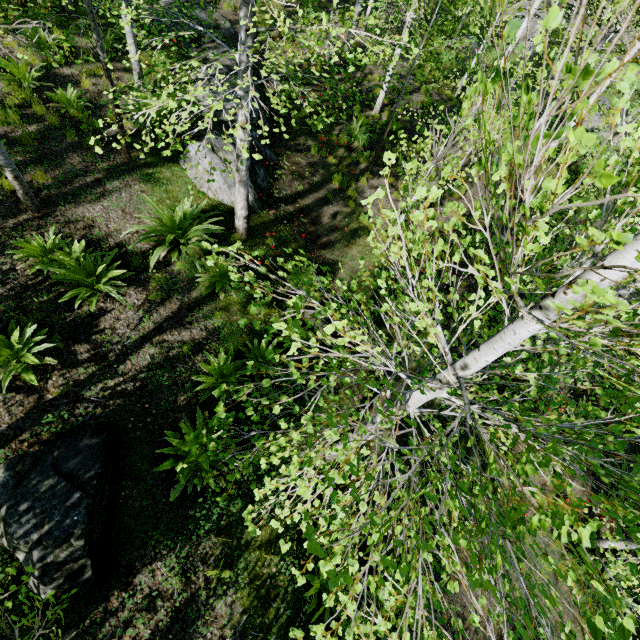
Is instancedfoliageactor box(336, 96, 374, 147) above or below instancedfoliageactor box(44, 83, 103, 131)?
below

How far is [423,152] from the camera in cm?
1205

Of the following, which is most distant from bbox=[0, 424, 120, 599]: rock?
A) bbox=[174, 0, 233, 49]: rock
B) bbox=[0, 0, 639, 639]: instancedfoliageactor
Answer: bbox=[174, 0, 233, 49]: rock

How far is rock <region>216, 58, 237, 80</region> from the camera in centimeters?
1024cm

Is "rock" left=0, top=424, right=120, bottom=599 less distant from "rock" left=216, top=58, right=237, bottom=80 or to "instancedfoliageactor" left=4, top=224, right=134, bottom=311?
"instancedfoliageactor" left=4, top=224, right=134, bottom=311

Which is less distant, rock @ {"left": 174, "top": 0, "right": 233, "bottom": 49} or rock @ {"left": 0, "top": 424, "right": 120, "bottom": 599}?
rock @ {"left": 0, "top": 424, "right": 120, "bottom": 599}

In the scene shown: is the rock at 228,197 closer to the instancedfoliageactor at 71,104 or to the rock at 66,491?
the instancedfoliageactor at 71,104
